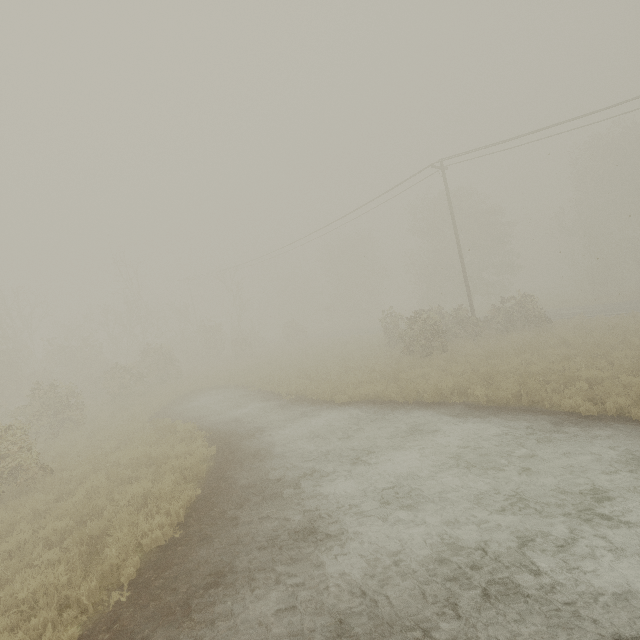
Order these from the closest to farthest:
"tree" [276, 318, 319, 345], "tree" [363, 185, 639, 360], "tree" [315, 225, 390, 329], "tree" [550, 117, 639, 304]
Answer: "tree" [363, 185, 639, 360] < "tree" [550, 117, 639, 304] < "tree" [276, 318, 319, 345] < "tree" [315, 225, 390, 329]

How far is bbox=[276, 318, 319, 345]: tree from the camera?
40.2m

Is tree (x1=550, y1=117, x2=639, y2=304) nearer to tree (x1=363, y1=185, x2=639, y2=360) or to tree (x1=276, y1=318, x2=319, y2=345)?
tree (x1=363, y1=185, x2=639, y2=360)

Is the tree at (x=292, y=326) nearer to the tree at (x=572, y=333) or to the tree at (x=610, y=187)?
the tree at (x=572, y=333)

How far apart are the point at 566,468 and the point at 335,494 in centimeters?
527cm

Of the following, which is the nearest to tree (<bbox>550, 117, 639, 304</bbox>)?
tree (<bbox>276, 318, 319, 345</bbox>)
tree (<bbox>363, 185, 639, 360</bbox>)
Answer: tree (<bbox>363, 185, 639, 360</bbox>)

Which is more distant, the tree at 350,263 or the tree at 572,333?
the tree at 350,263
